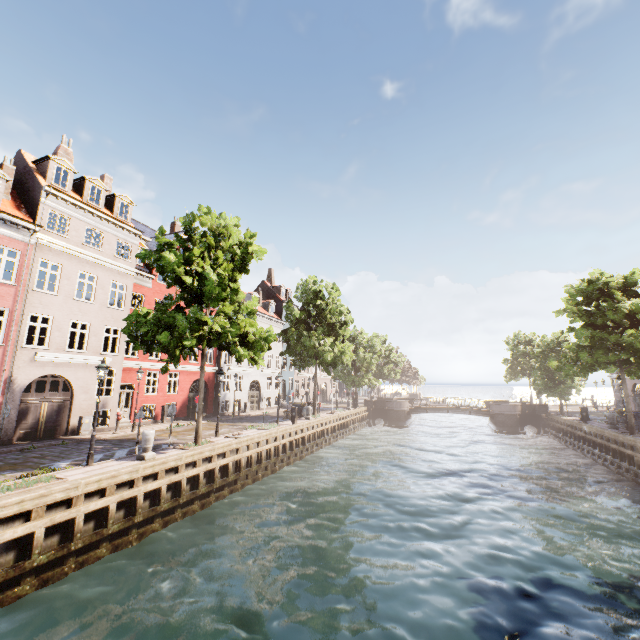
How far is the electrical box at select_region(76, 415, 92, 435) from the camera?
18.0 meters

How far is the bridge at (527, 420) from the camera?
35.8m

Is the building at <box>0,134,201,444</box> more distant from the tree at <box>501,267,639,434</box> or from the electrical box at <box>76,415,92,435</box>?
the electrical box at <box>76,415,92,435</box>

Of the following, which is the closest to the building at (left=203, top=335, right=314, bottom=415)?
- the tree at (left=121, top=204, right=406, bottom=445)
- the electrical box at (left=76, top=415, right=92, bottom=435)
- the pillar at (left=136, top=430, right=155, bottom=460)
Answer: the tree at (left=121, top=204, right=406, bottom=445)

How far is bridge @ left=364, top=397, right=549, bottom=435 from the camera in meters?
35.8

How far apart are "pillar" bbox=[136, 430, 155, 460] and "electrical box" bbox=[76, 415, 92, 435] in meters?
8.1 m

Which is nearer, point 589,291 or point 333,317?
point 589,291

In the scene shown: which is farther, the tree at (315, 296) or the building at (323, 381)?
the building at (323, 381)
